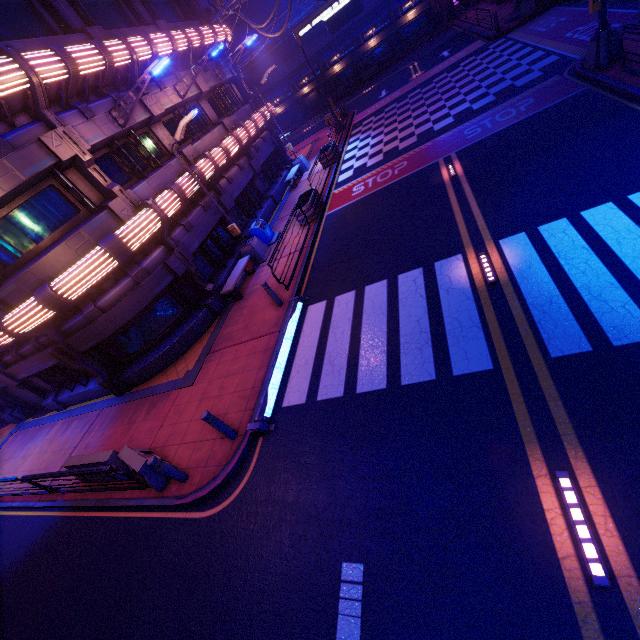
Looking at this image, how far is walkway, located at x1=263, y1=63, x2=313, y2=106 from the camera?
43.69m

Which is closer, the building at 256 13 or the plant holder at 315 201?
the plant holder at 315 201

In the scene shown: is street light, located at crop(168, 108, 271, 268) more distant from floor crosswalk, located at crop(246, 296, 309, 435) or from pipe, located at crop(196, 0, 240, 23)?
pipe, located at crop(196, 0, 240, 23)

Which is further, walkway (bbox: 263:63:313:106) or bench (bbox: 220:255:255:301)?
walkway (bbox: 263:63:313:106)

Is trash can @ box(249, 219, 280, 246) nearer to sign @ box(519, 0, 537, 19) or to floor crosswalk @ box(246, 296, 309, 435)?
floor crosswalk @ box(246, 296, 309, 435)

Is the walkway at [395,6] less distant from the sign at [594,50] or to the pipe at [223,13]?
the pipe at [223,13]

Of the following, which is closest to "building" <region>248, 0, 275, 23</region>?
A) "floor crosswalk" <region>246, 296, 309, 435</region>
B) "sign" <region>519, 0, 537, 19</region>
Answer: "sign" <region>519, 0, 537, 19</region>

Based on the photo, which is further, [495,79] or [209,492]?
[495,79]
